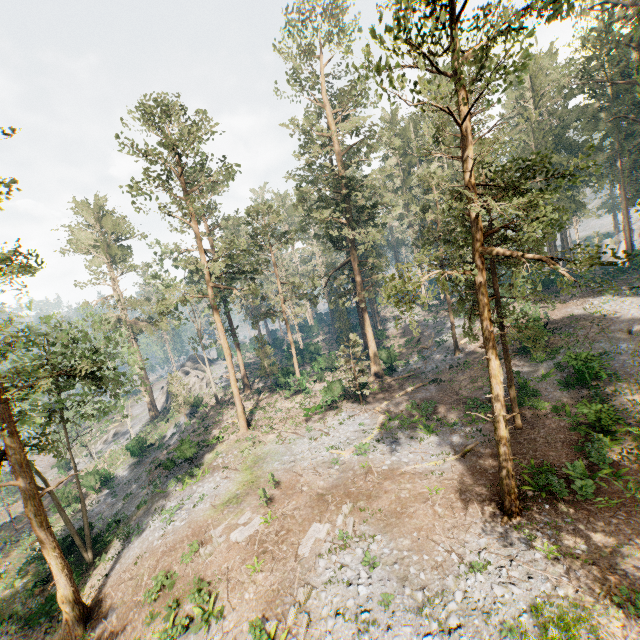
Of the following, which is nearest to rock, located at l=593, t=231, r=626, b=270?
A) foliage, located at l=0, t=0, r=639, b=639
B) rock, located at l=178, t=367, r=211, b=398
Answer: foliage, located at l=0, t=0, r=639, b=639

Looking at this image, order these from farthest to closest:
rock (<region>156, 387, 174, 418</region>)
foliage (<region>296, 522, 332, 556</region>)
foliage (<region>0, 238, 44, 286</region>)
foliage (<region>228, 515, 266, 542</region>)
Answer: rock (<region>156, 387, 174, 418</region>)
foliage (<region>228, 515, 266, 542</region>)
foliage (<region>296, 522, 332, 556</region>)
foliage (<region>0, 238, 44, 286</region>)

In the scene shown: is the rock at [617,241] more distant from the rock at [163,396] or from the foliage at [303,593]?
the rock at [163,396]

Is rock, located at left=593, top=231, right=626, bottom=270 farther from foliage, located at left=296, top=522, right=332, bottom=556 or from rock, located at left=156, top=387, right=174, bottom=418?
rock, located at left=156, top=387, right=174, bottom=418

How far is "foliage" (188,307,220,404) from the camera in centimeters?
4093cm

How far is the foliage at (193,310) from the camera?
40.9m

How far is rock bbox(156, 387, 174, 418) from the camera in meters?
49.9

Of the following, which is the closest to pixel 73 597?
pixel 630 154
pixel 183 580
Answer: pixel 183 580
